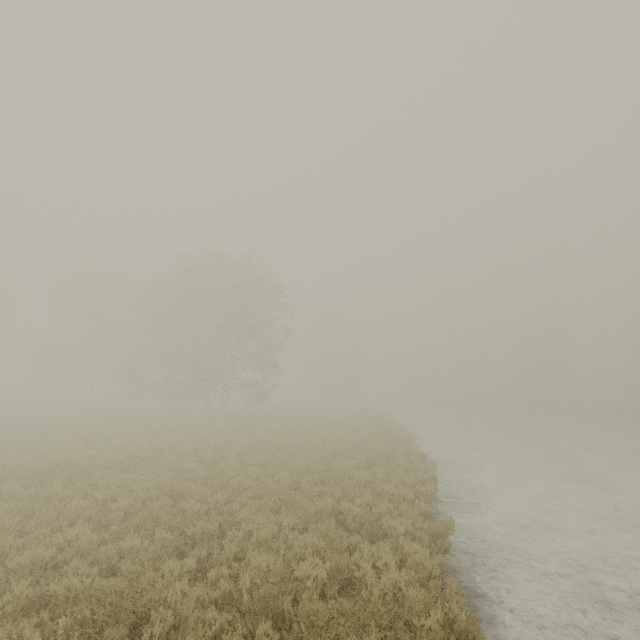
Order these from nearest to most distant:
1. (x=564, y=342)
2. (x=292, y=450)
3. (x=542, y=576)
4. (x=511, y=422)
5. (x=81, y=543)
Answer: (x=81, y=543), (x=542, y=576), (x=292, y=450), (x=511, y=422), (x=564, y=342)
